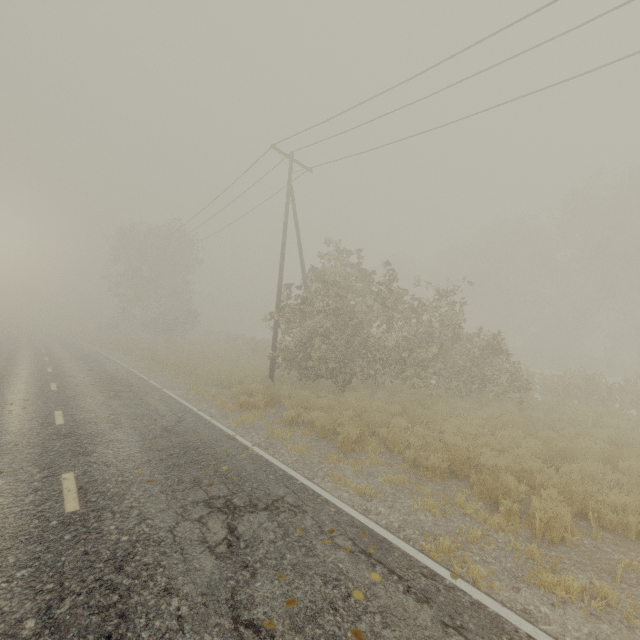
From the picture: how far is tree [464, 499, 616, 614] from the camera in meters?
3.9

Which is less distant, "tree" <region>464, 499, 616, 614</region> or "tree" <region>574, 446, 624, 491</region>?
"tree" <region>464, 499, 616, 614</region>

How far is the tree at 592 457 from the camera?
6.8 meters

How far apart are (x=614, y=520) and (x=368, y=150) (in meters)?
14.73

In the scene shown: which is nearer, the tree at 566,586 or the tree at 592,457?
the tree at 566,586
